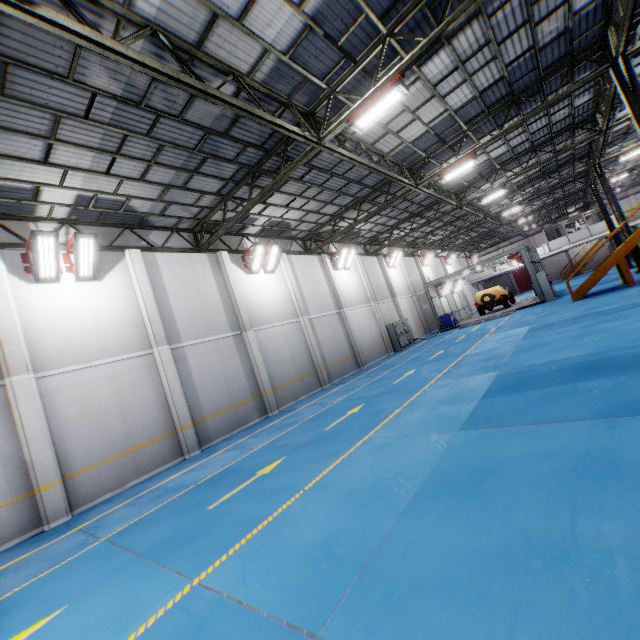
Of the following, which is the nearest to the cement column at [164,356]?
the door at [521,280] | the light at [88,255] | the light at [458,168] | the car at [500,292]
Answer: the light at [88,255]

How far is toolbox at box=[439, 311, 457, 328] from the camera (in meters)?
27.55

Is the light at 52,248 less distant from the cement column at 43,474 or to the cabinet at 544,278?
the cement column at 43,474

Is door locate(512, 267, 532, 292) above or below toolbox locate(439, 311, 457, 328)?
above

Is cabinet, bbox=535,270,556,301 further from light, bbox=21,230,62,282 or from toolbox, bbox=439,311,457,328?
light, bbox=21,230,62,282

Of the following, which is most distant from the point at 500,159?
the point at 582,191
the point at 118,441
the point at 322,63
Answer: the point at 582,191

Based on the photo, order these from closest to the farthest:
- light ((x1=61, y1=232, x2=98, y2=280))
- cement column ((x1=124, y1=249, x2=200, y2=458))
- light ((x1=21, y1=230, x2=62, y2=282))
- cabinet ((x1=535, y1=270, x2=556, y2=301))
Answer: light ((x1=21, y1=230, x2=62, y2=282)) < light ((x1=61, y1=232, x2=98, y2=280)) < cement column ((x1=124, y1=249, x2=200, y2=458)) < cabinet ((x1=535, y1=270, x2=556, y2=301))

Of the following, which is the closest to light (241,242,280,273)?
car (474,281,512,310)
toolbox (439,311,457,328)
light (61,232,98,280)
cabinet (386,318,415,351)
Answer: light (61,232,98,280)
